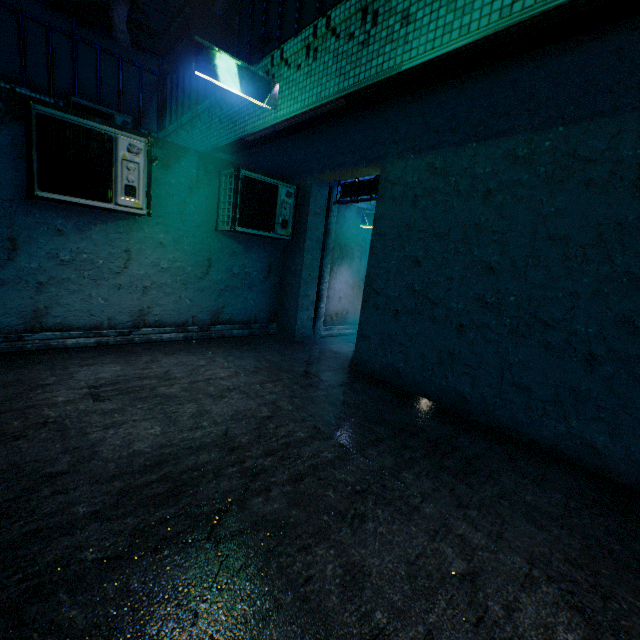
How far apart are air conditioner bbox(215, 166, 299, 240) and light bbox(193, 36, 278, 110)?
1.1m

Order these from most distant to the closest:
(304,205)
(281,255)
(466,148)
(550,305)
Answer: (281,255), (304,205), (466,148), (550,305)

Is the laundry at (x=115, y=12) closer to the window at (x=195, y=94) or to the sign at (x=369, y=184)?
the window at (x=195, y=94)

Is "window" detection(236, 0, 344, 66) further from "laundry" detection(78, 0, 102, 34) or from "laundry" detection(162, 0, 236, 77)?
"laundry" detection(78, 0, 102, 34)

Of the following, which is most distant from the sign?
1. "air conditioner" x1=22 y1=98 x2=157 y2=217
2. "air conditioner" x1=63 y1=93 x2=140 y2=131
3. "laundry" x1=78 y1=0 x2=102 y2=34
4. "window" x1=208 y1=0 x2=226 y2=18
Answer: "air conditioner" x1=63 y1=93 x2=140 y2=131

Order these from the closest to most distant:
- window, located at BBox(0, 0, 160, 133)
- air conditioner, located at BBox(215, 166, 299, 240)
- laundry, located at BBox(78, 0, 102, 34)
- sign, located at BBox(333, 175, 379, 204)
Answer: laundry, located at BBox(78, 0, 102, 34) < air conditioner, located at BBox(215, 166, 299, 240) < sign, located at BBox(333, 175, 379, 204) < window, located at BBox(0, 0, 160, 133)

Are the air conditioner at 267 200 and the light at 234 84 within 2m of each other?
yes

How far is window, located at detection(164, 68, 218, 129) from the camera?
5.88m
